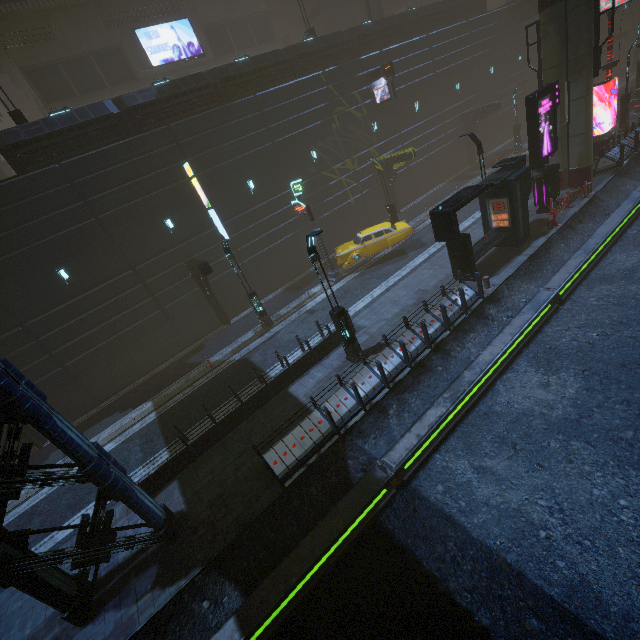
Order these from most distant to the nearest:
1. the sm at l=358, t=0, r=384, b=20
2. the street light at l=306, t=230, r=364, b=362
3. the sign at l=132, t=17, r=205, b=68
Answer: the sign at l=132, t=17, r=205, b=68, the sm at l=358, t=0, r=384, b=20, the street light at l=306, t=230, r=364, b=362

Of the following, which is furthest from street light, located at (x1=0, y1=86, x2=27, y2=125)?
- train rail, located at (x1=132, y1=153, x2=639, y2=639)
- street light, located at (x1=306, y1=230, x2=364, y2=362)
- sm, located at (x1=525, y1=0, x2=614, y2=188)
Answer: sm, located at (x1=525, y1=0, x2=614, y2=188)

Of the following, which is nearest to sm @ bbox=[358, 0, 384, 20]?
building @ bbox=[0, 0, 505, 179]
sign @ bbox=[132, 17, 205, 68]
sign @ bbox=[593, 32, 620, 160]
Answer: building @ bbox=[0, 0, 505, 179]

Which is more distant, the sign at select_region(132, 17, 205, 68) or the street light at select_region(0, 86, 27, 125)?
the sign at select_region(132, 17, 205, 68)

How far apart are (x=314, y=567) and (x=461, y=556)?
3.6m

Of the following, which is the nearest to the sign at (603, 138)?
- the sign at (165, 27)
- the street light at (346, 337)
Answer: the street light at (346, 337)

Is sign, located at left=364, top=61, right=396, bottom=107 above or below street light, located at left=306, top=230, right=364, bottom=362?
above

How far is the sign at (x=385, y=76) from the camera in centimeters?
2281cm
